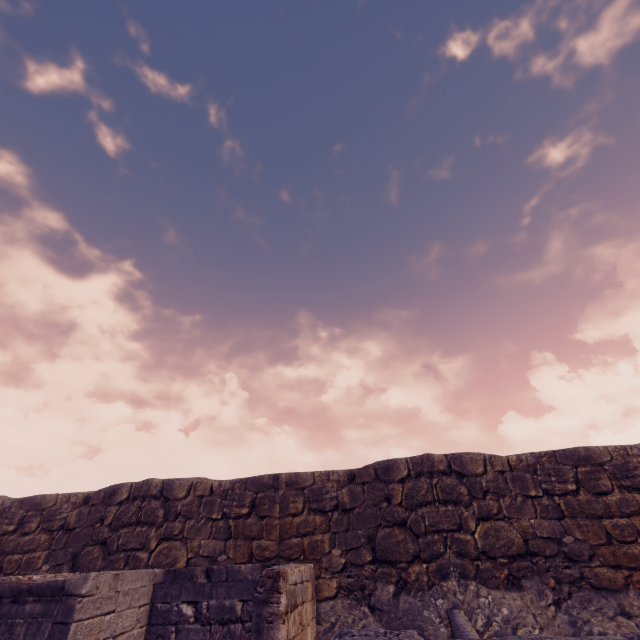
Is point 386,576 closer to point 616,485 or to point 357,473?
point 357,473
